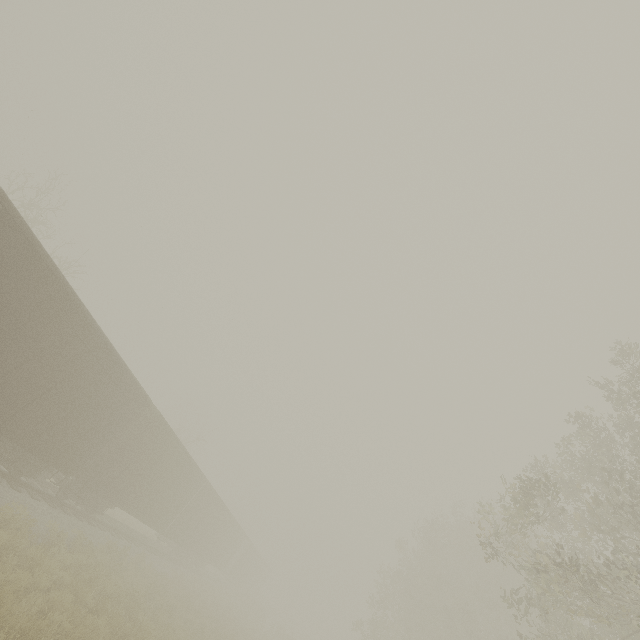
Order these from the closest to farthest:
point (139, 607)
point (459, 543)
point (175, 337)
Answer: point (139, 607) → point (459, 543) → point (175, 337)

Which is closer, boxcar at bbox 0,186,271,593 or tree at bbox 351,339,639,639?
boxcar at bbox 0,186,271,593

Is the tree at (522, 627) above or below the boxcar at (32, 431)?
above

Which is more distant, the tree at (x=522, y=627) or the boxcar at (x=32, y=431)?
the tree at (x=522, y=627)

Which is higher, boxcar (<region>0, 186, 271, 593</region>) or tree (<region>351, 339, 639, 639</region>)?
tree (<region>351, 339, 639, 639</region>)
